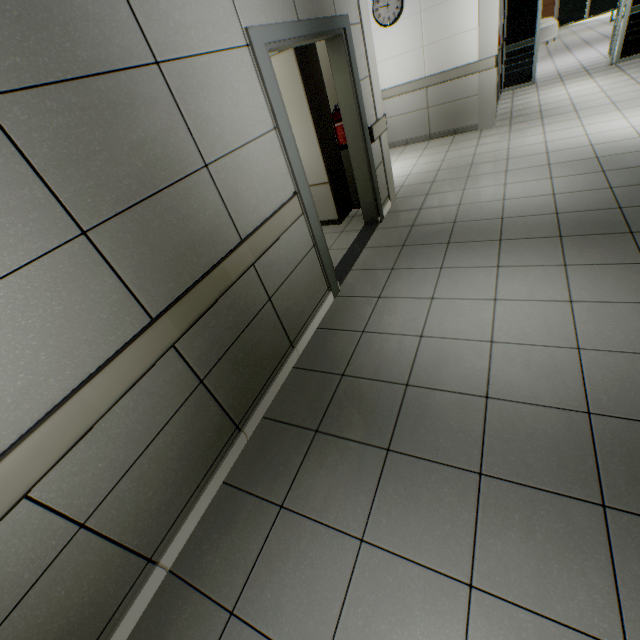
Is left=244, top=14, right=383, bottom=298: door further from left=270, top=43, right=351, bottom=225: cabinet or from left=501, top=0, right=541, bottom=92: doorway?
left=501, top=0, right=541, bottom=92: doorway

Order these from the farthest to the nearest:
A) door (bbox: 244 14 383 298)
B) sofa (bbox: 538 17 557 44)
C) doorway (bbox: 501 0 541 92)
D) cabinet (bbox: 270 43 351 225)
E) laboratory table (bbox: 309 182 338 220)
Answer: sofa (bbox: 538 17 557 44), doorway (bbox: 501 0 541 92), laboratory table (bbox: 309 182 338 220), cabinet (bbox: 270 43 351 225), door (bbox: 244 14 383 298)

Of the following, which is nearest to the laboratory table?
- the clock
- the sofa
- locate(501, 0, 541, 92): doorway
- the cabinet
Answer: the cabinet

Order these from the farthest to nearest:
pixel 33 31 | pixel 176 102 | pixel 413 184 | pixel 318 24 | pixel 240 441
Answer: pixel 413 184
pixel 318 24
pixel 240 441
pixel 176 102
pixel 33 31

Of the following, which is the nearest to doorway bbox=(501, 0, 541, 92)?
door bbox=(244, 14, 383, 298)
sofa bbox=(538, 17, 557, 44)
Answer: sofa bbox=(538, 17, 557, 44)

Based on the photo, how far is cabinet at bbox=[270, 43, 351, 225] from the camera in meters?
3.7

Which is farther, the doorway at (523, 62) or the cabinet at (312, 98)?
the doorway at (523, 62)

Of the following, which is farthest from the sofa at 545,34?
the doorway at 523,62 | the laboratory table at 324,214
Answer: the laboratory table at 324,214
